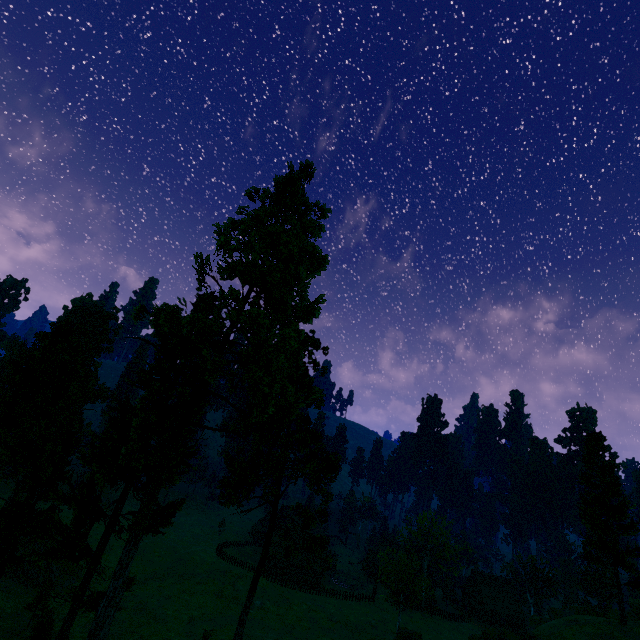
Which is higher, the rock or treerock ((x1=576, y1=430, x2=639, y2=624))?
treerock ((x1=576, y1=430, x2=639, y2=624))

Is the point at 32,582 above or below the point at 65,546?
below

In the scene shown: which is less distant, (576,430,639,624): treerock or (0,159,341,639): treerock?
(0,159,341,639): treerock

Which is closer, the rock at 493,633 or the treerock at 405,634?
the rock at 493,633

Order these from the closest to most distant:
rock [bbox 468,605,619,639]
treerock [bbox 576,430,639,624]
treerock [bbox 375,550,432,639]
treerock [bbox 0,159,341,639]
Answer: treerock [bbox 0,159,341,639], rock [bbox 468,605,619,639], treerock [bbox 576,430,639,624], treerock [bbox 375,550,432,639]

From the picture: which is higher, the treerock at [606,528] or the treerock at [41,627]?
the treerock at [606,528]

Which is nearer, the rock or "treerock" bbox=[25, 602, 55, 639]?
the rock
